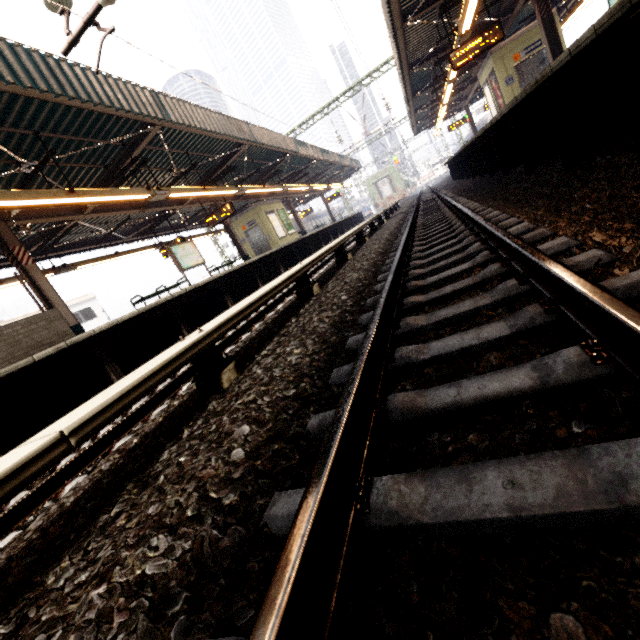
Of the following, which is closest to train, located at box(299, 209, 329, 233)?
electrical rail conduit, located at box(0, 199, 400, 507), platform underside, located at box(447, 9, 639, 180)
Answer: electrical rail conduit, located at box(0, 199, 400, 507)

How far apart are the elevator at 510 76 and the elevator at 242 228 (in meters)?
12.59

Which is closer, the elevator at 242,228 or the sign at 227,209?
the sign at 227,209

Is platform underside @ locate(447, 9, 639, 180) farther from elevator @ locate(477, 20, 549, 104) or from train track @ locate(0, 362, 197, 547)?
train track @ locate(0, 362, 197, 547)

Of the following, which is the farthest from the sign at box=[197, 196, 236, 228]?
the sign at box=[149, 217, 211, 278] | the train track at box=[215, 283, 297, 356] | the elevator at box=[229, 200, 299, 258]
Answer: the elevator at box=[229, 200, 299, 258]

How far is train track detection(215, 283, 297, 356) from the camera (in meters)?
5.14

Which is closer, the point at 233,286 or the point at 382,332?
the point at 382,332

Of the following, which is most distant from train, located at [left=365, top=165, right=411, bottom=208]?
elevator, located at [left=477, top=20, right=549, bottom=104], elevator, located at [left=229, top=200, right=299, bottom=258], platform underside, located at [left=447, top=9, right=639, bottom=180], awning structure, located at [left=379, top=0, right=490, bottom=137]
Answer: elevator, located at [left=477, top=20, right=549, bottom=104]
